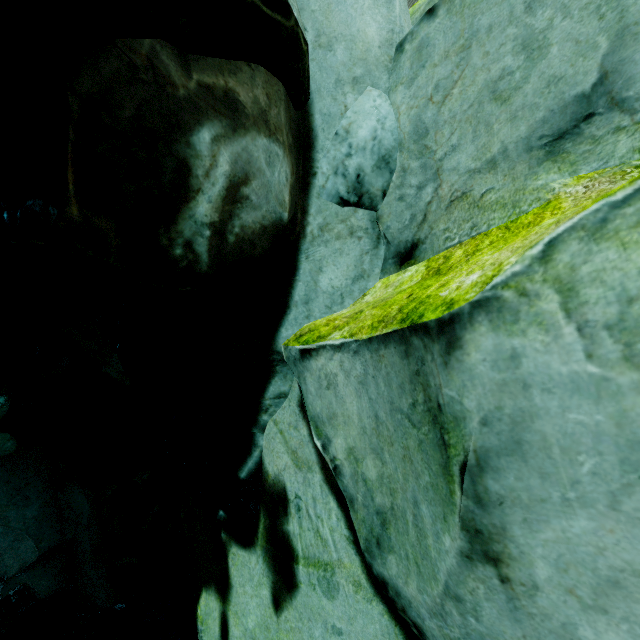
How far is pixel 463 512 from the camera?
0.77m
